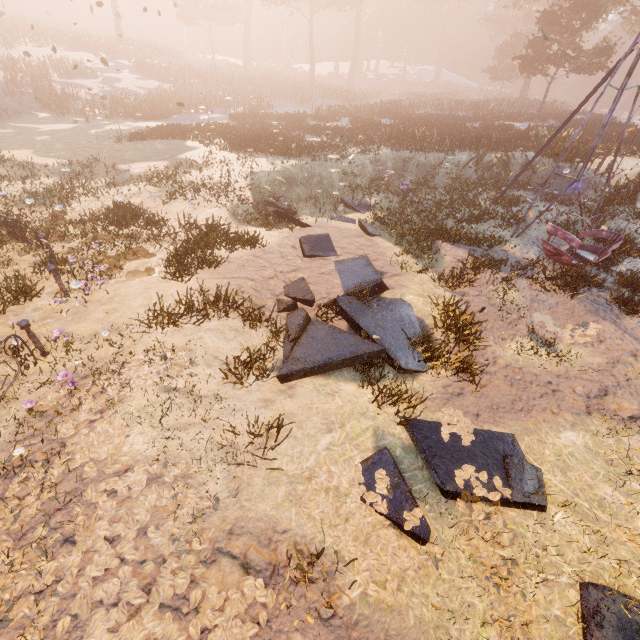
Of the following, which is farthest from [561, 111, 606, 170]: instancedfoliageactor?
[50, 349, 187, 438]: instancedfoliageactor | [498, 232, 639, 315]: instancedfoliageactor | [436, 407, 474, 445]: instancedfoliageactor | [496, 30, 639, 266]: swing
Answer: [436, 407, 474, 445]: instancedfoliageactor

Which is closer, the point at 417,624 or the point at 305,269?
the point at 417,624

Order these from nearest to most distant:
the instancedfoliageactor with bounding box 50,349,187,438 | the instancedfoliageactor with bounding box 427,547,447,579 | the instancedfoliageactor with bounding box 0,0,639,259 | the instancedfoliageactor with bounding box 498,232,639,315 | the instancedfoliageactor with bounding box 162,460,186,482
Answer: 1. the instancedfoliageactor with bounding box 427,547,447,579
2. the instancedfoliageactor with bounding box 162,460,186,482
3. the instancedfoliageactor with bounding box 50,349,187,438
4. the instancedfoliageactor with bounding box 498,232,639,315
5. the instancedfoliageactor with bounding box 0,0,639,259

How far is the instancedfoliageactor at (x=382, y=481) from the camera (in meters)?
4.08

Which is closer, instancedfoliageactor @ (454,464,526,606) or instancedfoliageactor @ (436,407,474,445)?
instancedfoliageactor @ (454,464,526,606)

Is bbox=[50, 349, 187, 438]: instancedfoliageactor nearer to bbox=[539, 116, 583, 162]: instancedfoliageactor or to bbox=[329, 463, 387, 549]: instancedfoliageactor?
bbox=[329, 463, 387, 549]: instancedfoliageactor

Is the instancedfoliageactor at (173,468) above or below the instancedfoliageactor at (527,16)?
below

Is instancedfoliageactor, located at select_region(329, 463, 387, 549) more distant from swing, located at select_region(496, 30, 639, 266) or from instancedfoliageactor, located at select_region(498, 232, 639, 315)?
instancedfoliageactor, located at select_region(498, 232, 639, 315)
